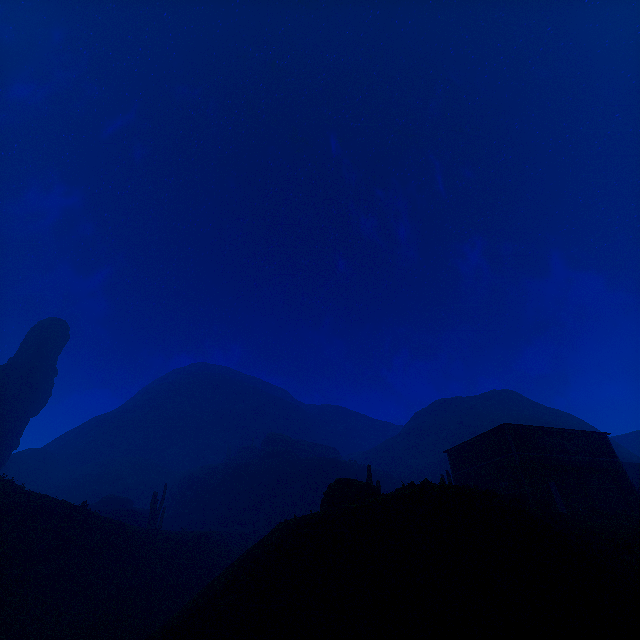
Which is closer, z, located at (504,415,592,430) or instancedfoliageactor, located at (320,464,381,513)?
instancedfoliageactor, located at (320,464,381,513)

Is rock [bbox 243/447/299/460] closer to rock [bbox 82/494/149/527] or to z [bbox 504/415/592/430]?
z [bbox 504/415/592/430]

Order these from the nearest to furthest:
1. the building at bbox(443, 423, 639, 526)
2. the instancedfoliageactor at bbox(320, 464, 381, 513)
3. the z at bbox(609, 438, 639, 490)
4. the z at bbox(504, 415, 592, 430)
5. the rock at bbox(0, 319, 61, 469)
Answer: the instancedfoliageactor at bbox(320, 464, 381, 513) → the building at bbox(443, 423, 639, 526) → the z at bbox(609, 438, 639, 490) → the rock at bbox(0, 319, 61, 469) → the z at bbox(504, 415, 592, 430)

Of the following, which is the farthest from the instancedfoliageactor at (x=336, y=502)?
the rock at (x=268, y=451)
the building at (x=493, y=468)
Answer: the building at (x=493, y=468)

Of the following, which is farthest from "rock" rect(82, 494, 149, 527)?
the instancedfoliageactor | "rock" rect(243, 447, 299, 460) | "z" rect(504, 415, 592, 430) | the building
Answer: the building

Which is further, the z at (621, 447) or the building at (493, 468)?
the z at (621, 447)

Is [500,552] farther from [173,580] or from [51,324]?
[51,324]

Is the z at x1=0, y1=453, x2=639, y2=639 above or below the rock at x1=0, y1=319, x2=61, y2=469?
below
